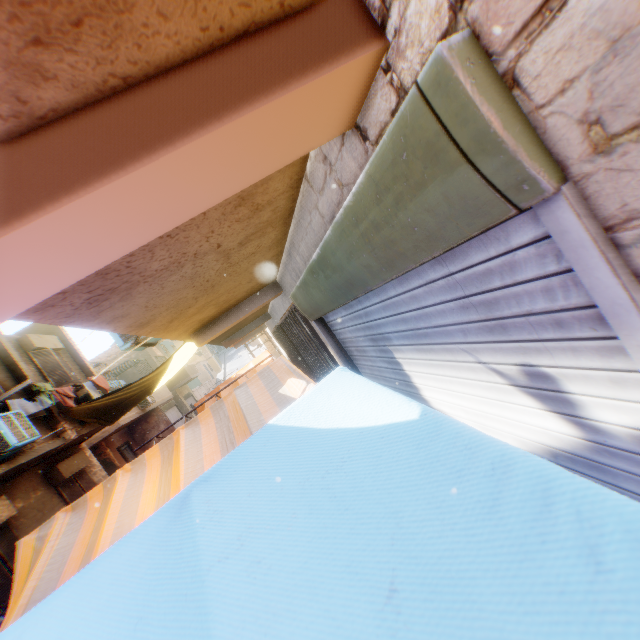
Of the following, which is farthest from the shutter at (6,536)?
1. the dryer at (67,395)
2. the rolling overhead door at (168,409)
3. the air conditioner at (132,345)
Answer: the rolling overhead door at (168,409)

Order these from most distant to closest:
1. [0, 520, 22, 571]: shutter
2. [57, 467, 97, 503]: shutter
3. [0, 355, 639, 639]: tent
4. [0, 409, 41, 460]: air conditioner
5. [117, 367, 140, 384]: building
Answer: [117, 367, 140, 384]: building, [57, 467, 97, 503]: shutter, [0, 520, 22, 571]: shutter, [0, 409, 41, 460]: air conditioner, [0, 355, 639, 639]: tent

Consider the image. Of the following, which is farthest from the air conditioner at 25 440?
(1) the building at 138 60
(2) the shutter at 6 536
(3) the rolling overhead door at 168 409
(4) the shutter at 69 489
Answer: (3) the rolling overhead door at 168 409

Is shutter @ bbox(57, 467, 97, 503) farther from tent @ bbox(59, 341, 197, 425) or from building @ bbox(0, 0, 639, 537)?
tent @ bbox(59, 341, 197, 425)

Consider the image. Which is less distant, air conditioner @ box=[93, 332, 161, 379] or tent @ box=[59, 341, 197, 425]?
air conditioner @ box=[93, 332, 161, 379]

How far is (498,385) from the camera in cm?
152

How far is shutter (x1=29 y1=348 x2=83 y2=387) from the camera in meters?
10.4

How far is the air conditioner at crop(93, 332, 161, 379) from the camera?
4.3m
